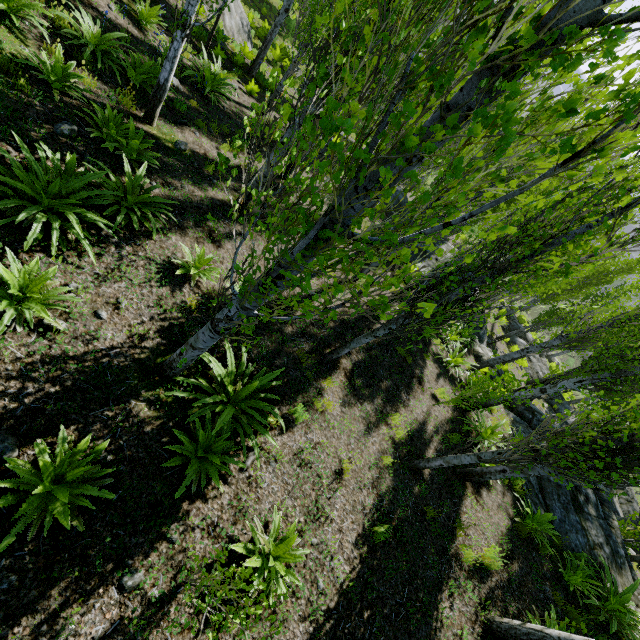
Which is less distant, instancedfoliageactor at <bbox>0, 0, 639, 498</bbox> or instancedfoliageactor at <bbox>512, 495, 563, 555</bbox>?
instancedfoliageactor at <bbox>0, 0, 639, 498</bbox>

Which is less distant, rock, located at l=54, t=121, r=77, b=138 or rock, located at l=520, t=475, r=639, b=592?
rock, located at l=54, t=121, r=77, b=138

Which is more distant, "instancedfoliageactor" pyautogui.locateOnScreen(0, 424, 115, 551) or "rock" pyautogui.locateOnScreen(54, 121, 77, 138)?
"rock" pyautogui.locateOnScreen(54, 121, 77, 138)

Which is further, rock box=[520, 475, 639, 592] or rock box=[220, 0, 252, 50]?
rock box=[220, 0, 252, 50]

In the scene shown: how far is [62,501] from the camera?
3.0 meters

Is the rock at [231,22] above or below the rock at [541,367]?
below

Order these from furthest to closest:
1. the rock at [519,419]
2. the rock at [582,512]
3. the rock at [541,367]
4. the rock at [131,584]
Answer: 1. the rock at [541,367]
2. the rock at [519,419]
3. the rock at [582,512]
4. the rock at [131,584]

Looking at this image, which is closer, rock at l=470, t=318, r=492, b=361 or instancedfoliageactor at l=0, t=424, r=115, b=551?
instancedfoliageactor at l=0, t=424, r=115, b=551
